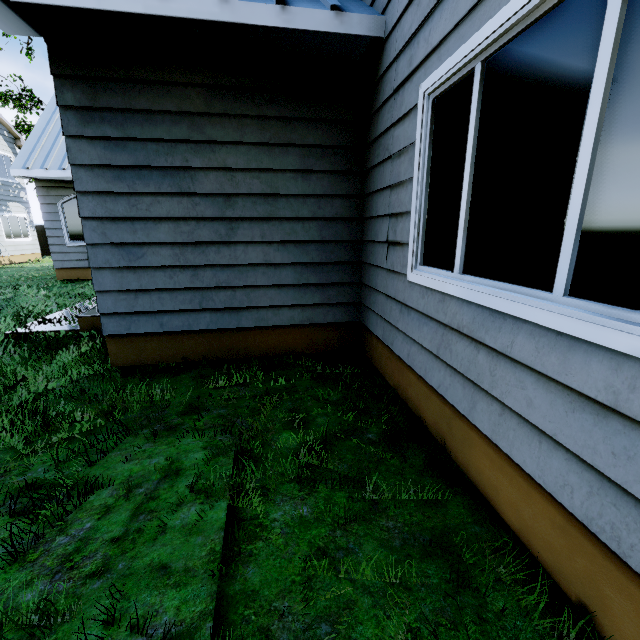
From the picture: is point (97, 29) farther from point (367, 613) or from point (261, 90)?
point (367, 613)
